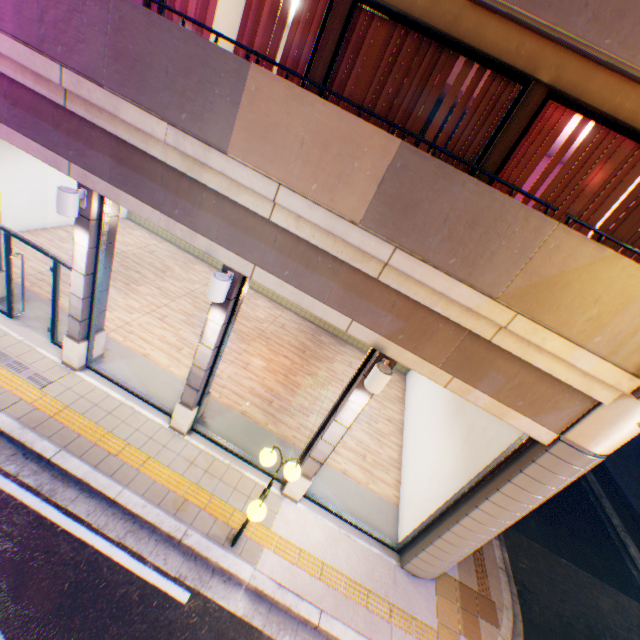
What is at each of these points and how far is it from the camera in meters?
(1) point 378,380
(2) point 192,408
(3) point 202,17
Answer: (1) street lamp, 4.8 m
(2) column, 6.8 m
(3) curtain, 5.2 m

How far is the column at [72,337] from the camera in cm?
560

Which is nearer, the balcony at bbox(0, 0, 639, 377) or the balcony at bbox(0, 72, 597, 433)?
the balcony at bbox(0, 0, 639, 377)

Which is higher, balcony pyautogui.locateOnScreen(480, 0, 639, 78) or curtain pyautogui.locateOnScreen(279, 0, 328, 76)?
balcony pyautogui.locateOnScreen(480, 0, 639, 78)

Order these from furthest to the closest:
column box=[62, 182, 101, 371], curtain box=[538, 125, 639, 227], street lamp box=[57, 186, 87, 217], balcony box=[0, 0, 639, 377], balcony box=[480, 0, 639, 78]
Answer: column box=[62, 182, 101, 371] → street lamp box=[57, 186, 87, 217] → curtain box=[538, 125, 639, 227] → balcony box=[0, 0, 639, 377] → balcony box=[480, 0, 639, 78]

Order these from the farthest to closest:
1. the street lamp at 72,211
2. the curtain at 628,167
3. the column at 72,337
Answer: the column at 72,337
the street lamp at 72,211
the curtain at 628,167

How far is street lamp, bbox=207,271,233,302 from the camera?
4.91m

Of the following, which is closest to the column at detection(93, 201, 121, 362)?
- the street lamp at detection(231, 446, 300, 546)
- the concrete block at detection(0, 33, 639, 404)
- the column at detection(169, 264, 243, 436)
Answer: → the concrete block at detection(0, 33, 639, 404)
